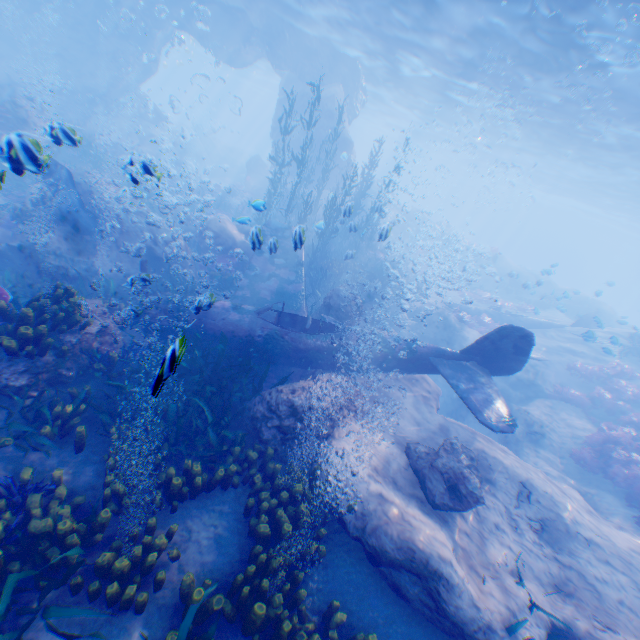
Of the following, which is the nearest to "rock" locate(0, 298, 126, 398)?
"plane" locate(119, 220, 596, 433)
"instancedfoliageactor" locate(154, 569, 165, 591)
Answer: "plane" locate(119, 220, 596, 433)

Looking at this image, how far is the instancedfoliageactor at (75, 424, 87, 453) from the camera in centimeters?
523cm

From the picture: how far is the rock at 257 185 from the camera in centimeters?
2982cm

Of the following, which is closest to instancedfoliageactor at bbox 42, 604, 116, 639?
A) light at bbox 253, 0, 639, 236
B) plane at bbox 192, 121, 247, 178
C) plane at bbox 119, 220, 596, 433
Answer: plane at bbox 119, 220, 596, 433

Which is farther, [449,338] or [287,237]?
[449,338]

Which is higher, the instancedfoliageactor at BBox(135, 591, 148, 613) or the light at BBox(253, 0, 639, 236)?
the light at BBox(253, 0, 639, 236)

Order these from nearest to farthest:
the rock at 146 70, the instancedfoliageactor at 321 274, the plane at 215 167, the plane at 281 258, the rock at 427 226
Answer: the plane at 281 258 < the instancedfoliageactor at 321 274 < the rock at 146 70 < the rock at 427 226 < the plane at 215 167
